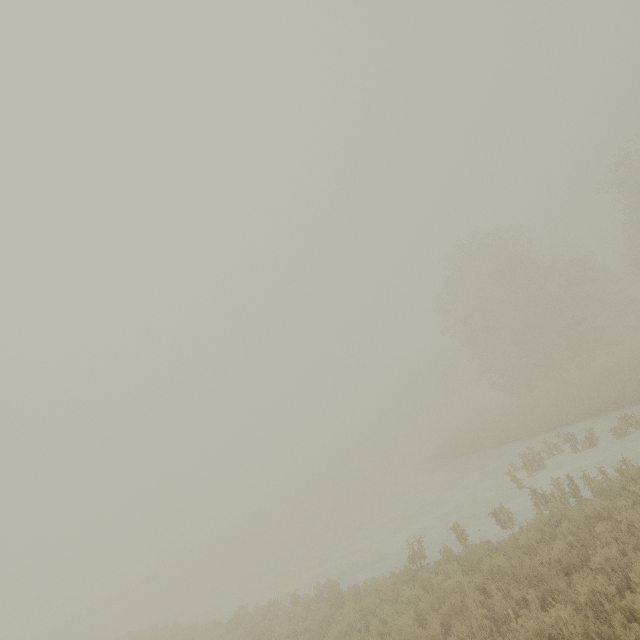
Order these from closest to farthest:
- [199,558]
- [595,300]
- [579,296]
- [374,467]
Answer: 1. [595,300]
2. [579,296]
3. [199,558]
4. [374,467]
